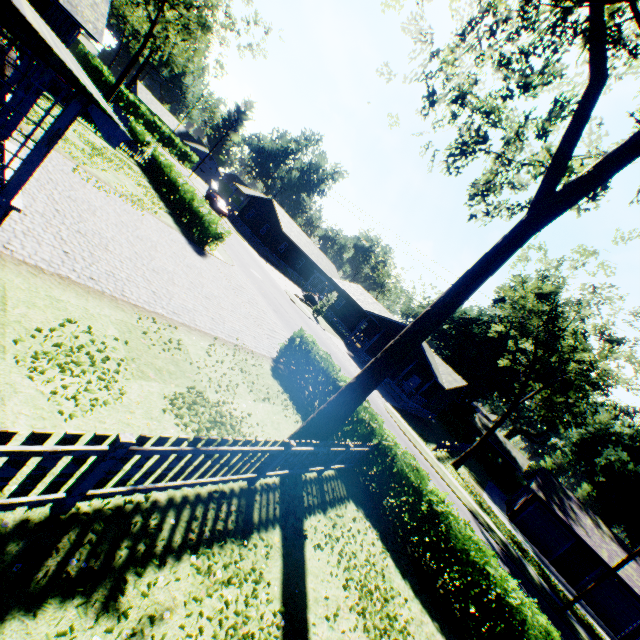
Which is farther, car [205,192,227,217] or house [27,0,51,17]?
house [27,0,51,17]

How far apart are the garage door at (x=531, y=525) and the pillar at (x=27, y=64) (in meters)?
42.19

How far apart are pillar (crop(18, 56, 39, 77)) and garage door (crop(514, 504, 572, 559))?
42.2m

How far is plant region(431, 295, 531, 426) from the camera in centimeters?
4797cm

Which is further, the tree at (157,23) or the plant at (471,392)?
the plant at (471,392)

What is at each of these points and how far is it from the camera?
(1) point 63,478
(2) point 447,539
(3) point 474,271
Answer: (1) fence, 3.5 meters
(2) hedge, 9.0 meters
(3) tree, 7.5 meters

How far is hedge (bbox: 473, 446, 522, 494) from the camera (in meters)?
47.19

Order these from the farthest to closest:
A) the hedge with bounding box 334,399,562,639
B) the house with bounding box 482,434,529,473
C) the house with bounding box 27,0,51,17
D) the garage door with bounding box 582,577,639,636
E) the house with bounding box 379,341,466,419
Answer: the house with bounding box 482,434,529,473, the house with bounding box 27,0,51,17, the house with bounding box 379,341,466,419, the garage door with bounding box 582,577,639,636, the hedge with bounding box 334,399,562,639
